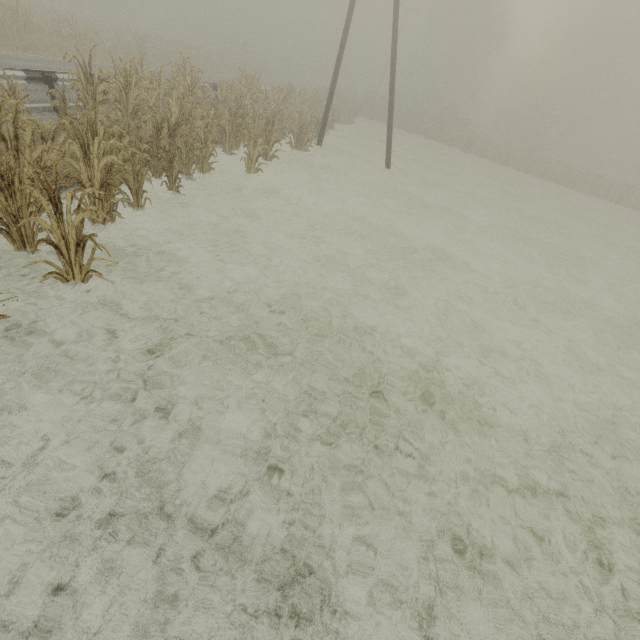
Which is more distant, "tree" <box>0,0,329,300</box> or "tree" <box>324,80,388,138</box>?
"tree" <box>324,80,388,138</box>

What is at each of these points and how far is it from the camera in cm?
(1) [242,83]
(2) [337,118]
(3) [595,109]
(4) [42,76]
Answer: (1) tree, 1427
(2) tree, 2209
(3) tree, 4059
(4) guardrail, 870

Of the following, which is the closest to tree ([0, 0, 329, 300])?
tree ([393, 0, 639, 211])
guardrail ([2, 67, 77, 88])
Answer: guardrail ([2, 67, 77, 88])

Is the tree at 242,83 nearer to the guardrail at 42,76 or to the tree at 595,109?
the guardrail at 42,76

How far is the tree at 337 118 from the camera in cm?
2456

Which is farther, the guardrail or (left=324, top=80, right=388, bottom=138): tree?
(left=324, top=80, right=388, bottom=138): tree

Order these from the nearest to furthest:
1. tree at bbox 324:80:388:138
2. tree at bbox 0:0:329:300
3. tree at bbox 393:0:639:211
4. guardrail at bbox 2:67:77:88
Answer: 1. tree at bbox 0:0:329:300
2. guardrail at bbox 2:67:77:88
3. tree at bbox 324:80:388:138
4. tree at bbox 393:0:639:211
